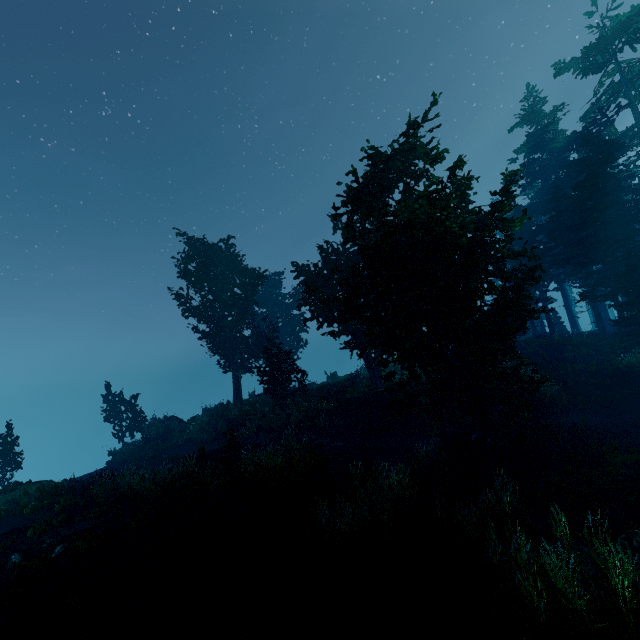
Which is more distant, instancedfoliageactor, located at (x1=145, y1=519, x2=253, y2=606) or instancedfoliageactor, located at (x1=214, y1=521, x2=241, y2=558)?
instancedfoliageactor, located at (x1=214, y1=521, x2=241, y2=558)

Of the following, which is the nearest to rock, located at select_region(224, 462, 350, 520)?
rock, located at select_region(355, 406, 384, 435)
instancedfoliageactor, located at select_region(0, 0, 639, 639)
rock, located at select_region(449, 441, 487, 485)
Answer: instancedfoliageactor, located at select_region(0, 0, 639, 639)

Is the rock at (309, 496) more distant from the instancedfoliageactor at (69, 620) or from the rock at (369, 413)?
the rock at (369, 413)

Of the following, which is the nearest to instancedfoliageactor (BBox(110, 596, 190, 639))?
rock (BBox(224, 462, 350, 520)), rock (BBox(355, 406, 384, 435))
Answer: rock (BBox(224, 462, 350, 520))

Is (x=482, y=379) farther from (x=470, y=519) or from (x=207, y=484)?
(x=207, y=484)

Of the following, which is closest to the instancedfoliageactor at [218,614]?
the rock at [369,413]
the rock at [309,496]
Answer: the rock at [309,496]

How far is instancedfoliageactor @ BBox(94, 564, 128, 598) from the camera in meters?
6.6
